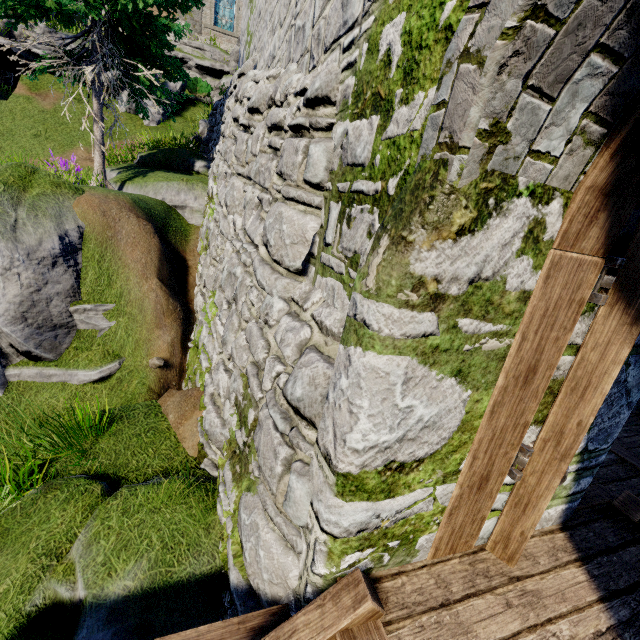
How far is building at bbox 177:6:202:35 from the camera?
21.2m

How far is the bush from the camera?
18.9 meters

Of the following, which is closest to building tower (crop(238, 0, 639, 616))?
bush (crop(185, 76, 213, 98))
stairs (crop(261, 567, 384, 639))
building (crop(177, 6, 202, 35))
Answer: stairs (crop(261, 567, 384, 639))

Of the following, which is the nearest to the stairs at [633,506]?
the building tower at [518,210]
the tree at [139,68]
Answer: the building tower at [518,210]

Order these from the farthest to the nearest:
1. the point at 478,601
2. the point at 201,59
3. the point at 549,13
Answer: the point at 201,59 → the point at 478,601 → the point at 549,13

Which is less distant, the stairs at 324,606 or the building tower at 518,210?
the building tower at 518,210

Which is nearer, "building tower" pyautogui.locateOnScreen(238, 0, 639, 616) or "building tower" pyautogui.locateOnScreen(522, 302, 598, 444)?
"building tower" pyautogui.locateOnScreen(238, 0, 639, 616)

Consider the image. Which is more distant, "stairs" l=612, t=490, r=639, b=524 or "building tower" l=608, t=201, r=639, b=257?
"stairs" l=612, t=490, r=639, b=524
